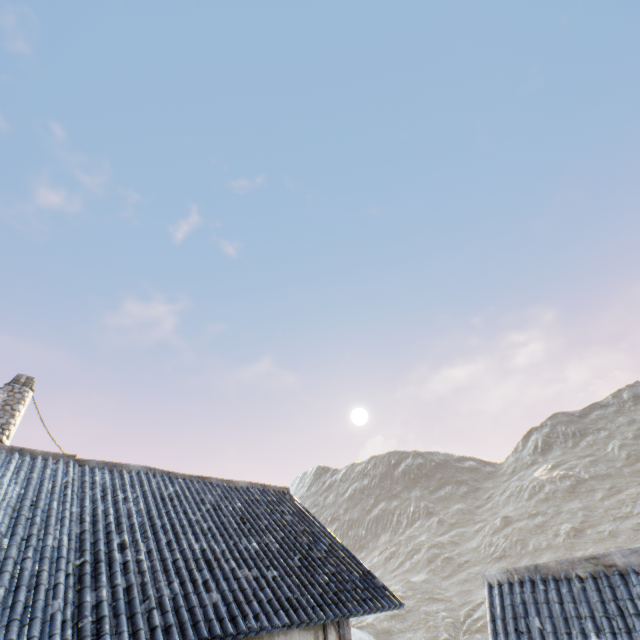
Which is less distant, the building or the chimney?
the building

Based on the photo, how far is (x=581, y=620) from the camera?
4.7m

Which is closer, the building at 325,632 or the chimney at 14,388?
the building at 325,632

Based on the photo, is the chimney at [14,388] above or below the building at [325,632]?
above

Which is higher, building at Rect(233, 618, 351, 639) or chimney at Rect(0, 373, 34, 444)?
chimney at Rect(0, 373, 34, 444)
